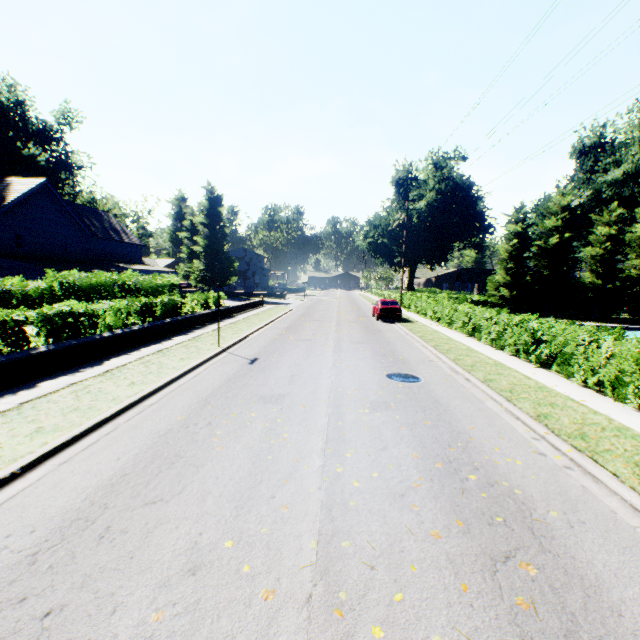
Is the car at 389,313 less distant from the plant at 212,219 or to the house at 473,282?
the plant at 212,219

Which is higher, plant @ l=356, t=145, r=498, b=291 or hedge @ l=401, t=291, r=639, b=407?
plant @ l=356, t=145, r=498, b=291

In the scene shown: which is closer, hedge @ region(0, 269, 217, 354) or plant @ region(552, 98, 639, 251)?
hedge @ region(0, 269, 217, 354)

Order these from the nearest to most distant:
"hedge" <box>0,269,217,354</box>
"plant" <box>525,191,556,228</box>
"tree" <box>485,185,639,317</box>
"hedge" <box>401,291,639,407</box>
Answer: "hedge" <box>401,291,639,407</box> < "hedge" <box>0,269,217,354</box> < "tree" <box>485,185,639,317</box> < "plant" <box>525,191,556,228</box>

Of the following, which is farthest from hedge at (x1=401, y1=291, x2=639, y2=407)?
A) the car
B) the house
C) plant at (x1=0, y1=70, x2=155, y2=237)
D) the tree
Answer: the house

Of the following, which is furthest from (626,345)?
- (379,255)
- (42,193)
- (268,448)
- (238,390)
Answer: (379,255)

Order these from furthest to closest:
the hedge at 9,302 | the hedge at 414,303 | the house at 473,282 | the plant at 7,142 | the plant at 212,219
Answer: the house at 473,282 < the plant at 212,219 < the plant at 7,142 < the hedge at 9,302 < the hedge at 414,303

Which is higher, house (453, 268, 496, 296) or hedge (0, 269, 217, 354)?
house (453, 268, 496, 296)
